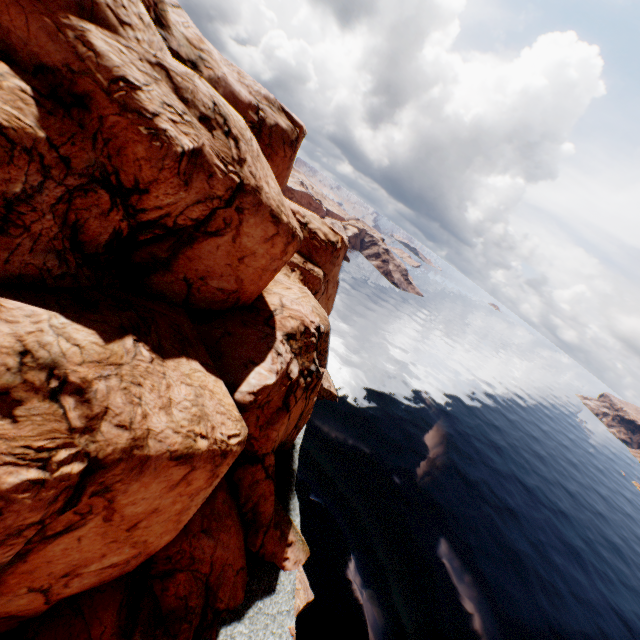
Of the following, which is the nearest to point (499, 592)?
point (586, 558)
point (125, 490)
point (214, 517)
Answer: point (586, 558)
